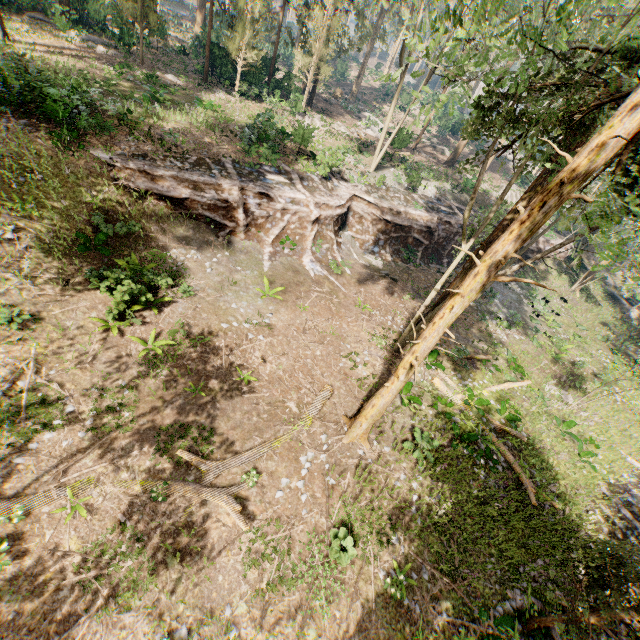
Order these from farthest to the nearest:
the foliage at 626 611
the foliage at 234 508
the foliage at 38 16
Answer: the foliage at 38 16, the foliage at 234 508, the foliage at 626 611

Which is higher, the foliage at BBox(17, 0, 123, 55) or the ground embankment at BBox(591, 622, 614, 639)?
the foliage at BBox(17, 0, 123, 55)

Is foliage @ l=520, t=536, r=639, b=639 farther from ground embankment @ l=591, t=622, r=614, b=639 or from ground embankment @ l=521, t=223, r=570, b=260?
ground embankment @ l=521, t=223, r=570, b=260

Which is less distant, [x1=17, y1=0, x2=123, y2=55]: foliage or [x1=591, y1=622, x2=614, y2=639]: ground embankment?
[x1=591, y1=622, x2=614, y2=639]: ground embankment

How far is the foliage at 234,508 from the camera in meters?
9.6 m

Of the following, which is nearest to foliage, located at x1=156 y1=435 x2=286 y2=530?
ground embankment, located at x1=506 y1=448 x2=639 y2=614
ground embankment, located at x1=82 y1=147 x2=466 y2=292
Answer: ground embankment, located at x1=506 y1=448 x2=639 y2=614

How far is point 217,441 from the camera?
11.18m
